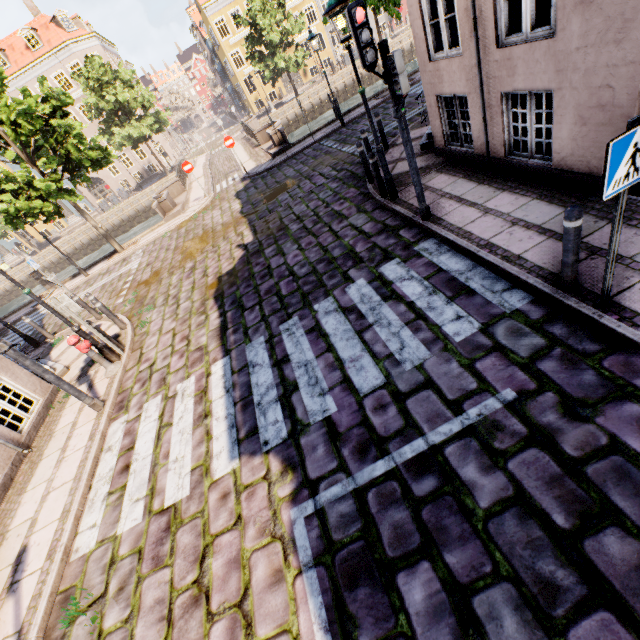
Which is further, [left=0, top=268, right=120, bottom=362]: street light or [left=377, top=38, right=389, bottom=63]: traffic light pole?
[left=0, top=268, right=120, bottom=362]: street light

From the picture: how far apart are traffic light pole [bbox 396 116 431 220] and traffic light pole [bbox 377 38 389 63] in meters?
0.7

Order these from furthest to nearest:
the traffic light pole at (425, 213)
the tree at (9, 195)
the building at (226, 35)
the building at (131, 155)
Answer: the building at (131, 155) < the building at (226, 35) < the tree at (9, 195) < the traffic light pole at (425, 213)

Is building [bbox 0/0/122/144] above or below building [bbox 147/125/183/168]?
above

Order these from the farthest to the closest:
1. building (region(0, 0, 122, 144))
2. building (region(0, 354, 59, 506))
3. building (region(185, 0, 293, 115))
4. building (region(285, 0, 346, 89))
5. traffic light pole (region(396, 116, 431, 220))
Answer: building (region(285, 0, 346, 89)) < building (region(185, 0, 293, 115)) < building (region(0, 0, 122, 144)) < building (region(0, 354, 59, 506)) < traffic light pole (region(396, 116, 431, 220))

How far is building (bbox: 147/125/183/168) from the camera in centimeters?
4078cm

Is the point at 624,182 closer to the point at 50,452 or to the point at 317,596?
the point at 317,596

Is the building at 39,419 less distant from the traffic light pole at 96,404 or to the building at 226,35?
the traffic light pole at 96,404
